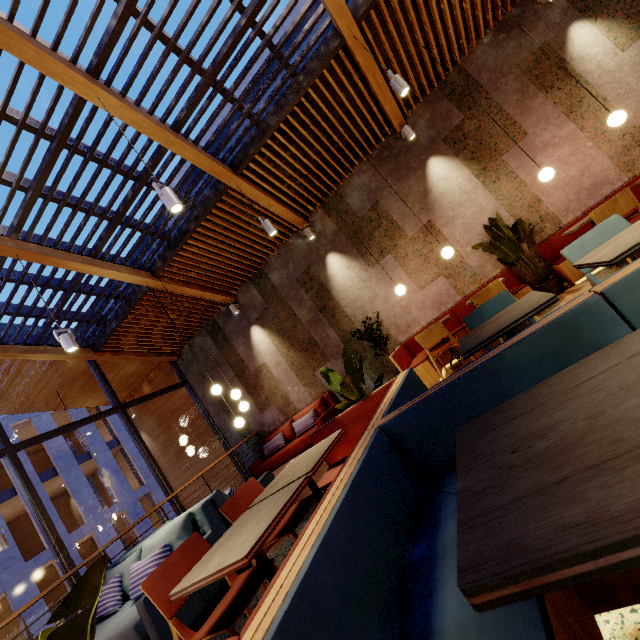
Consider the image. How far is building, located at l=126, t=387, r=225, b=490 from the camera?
9.2m

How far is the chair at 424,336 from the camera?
4.8 meters

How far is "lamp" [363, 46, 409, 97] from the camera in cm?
421

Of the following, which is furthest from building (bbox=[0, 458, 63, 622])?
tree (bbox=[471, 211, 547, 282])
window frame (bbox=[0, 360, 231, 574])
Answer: tree (bbox=[471, 211, 547, 282])

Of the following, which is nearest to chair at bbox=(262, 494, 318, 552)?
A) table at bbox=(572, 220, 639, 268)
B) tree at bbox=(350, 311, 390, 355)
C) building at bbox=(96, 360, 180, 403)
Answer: table at bbox=(572, 220, 639, 268)

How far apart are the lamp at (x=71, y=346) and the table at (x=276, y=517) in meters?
3.7 m

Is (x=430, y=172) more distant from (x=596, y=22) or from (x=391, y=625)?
(x=391, y=625)

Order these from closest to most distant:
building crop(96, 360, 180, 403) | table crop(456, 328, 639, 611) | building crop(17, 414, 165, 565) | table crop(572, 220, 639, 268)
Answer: table crop(456, 328, 639, 611) → table crop(572, 220, 639, 268) → building crop(96, 360, 180, 403) → building crop(17, 414, 165, 565)
